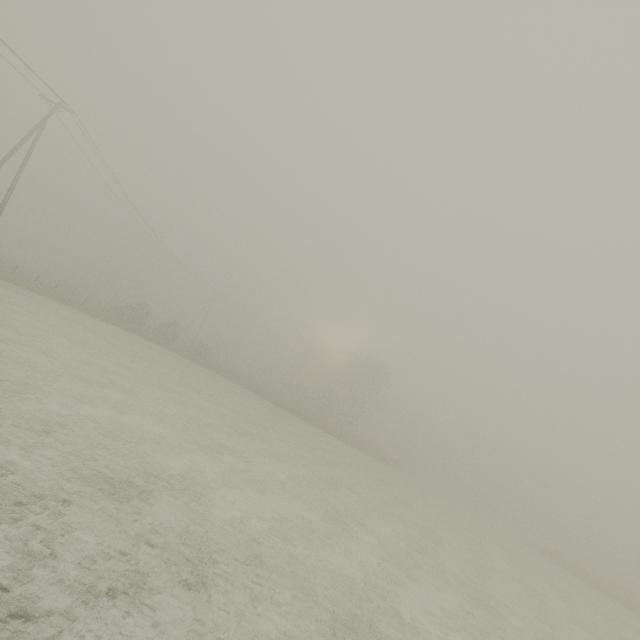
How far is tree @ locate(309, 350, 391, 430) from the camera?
52.31m

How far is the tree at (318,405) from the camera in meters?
52.3 m

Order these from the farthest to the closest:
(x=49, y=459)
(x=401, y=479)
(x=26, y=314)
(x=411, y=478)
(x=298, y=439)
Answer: (x=411, y=478) < (x=401, y=479) < (x=298, y=439) < (x=26, y=314) < (x=49, y=459)
